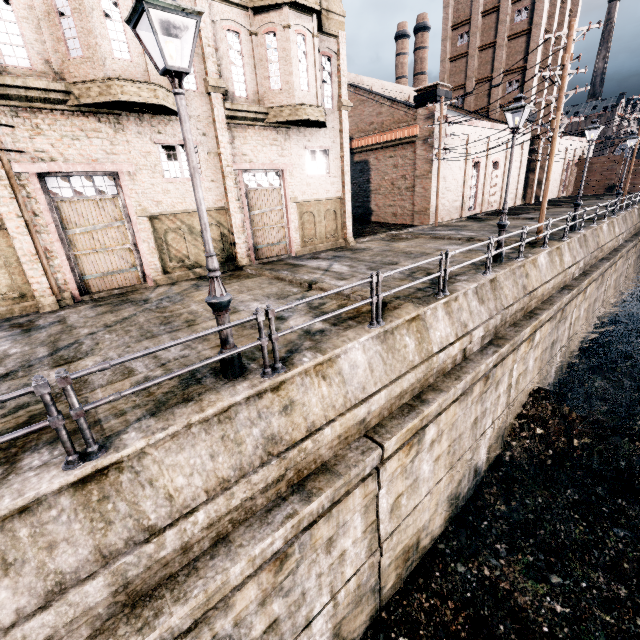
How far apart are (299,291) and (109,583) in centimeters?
871cm

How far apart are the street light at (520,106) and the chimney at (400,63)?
57.4 meters

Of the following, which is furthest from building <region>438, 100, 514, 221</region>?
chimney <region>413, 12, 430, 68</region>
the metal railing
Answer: chimney <region>413, 12, 430, 68</region>

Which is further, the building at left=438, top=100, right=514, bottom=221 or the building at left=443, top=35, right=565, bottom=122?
the building at left=443, top=35, right=565, bottom=122

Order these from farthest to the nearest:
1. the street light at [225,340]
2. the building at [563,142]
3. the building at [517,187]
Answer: the building at [563,142]
the building at [517,187]
the street light at [225,340]

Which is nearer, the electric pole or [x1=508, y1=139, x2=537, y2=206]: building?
the electric pole

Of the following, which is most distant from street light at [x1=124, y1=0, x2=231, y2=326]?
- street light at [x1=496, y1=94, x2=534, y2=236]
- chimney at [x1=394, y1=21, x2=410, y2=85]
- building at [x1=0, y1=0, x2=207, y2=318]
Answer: chimney at [x1=394, y1=21, x2=410, y2=85]

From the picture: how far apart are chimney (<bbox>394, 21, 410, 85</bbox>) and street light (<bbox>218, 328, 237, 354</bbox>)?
67.1m
